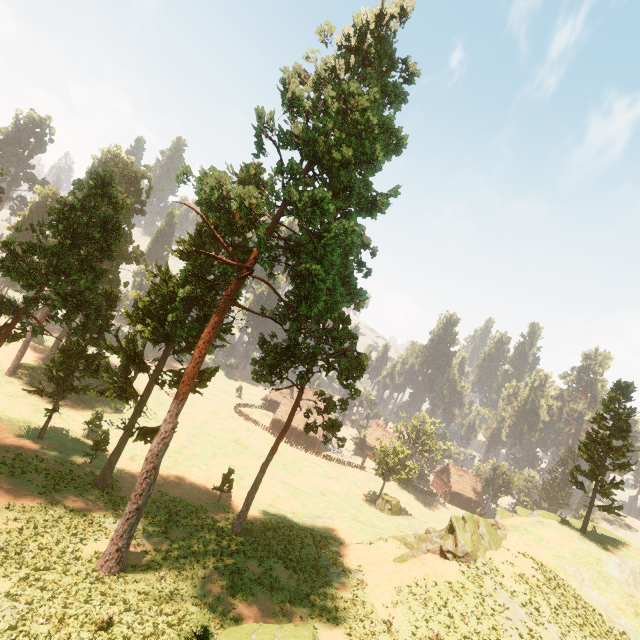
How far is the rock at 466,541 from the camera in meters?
26.1 m

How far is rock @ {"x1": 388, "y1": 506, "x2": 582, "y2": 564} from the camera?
26.1m

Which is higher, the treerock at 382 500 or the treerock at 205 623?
the treerock at 205 623

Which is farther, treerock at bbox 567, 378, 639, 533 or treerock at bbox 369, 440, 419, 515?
treerock at bbox 369, 440, 419, 515

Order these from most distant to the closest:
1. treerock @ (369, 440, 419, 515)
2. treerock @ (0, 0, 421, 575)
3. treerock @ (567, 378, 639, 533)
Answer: treerock @ (369, 440, 419, 515) → treerock @ (567, 378, 639, 533) → treerock @ (0, 0, 421, 575)

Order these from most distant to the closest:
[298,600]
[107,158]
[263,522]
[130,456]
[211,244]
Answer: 1. [107,158]
2. [130,456]
3. [263,522]
4. [211,244]
5. [298,600]
